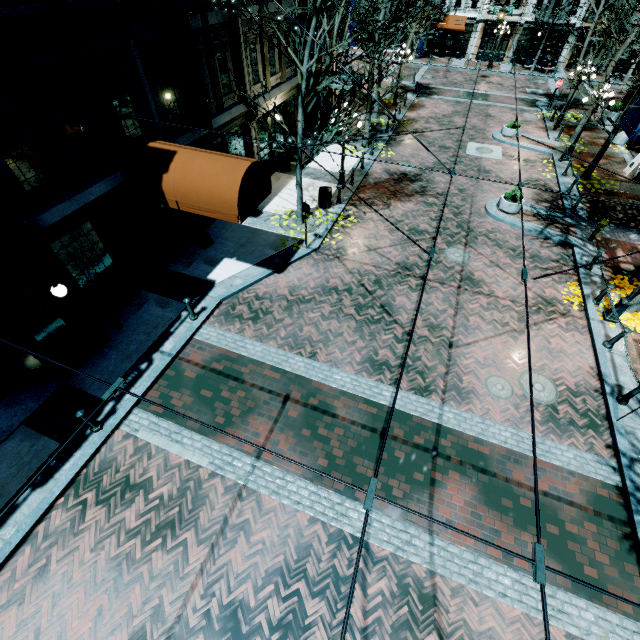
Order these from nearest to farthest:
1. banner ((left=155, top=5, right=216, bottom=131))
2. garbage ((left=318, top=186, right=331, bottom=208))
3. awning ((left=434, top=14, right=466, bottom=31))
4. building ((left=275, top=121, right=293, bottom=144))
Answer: banner ((left=155, top=5, right=216, bottom=131)) < garbage ((left=318, top=186, right=331, bottom=208)) < building ((left=275, top=121, right=293, bottom=144)) < awning ((left=434, top=14, right=466, bottom=31))

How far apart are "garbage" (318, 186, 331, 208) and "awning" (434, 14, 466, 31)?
34.34m

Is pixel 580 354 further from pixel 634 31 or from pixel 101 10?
pixel 634 31

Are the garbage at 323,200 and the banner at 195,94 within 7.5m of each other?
yes

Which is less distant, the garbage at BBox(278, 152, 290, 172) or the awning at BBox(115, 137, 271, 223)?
the awning at BBox(115, 137, 271, 223)

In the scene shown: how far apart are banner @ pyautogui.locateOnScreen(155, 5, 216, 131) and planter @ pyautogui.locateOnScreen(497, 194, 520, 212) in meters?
12.6 m

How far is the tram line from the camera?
2.32m

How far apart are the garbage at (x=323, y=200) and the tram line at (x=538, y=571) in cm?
1396
